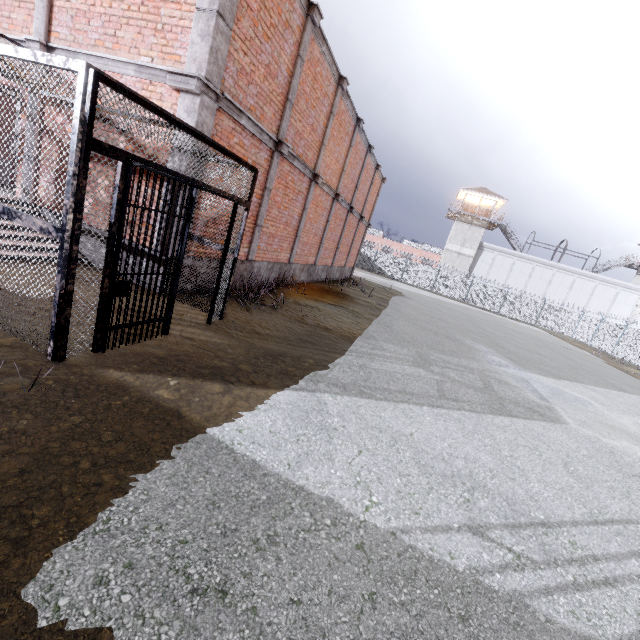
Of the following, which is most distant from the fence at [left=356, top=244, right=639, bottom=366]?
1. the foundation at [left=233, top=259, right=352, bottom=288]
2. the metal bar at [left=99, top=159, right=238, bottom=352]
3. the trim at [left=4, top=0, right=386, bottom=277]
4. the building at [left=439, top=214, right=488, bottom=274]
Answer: the metal bar at [left=99, top=159, right=238, bottom=352]

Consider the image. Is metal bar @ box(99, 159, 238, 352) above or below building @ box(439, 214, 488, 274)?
below

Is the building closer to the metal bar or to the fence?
the fence

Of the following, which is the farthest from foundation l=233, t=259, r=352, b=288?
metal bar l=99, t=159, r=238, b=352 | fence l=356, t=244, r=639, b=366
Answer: fence l=356, t=244, r=639, b=366

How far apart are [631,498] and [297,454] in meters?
4.7 m

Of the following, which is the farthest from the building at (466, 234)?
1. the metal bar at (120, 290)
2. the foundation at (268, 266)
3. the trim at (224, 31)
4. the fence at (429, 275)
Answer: the metal bar at (120, 290)

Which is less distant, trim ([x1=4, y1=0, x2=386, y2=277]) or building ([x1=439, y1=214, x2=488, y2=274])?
trim ([x1=4, y1=0, x2=386, y2=277])

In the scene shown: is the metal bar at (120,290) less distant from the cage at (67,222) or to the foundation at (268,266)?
the cage at (67,222)
